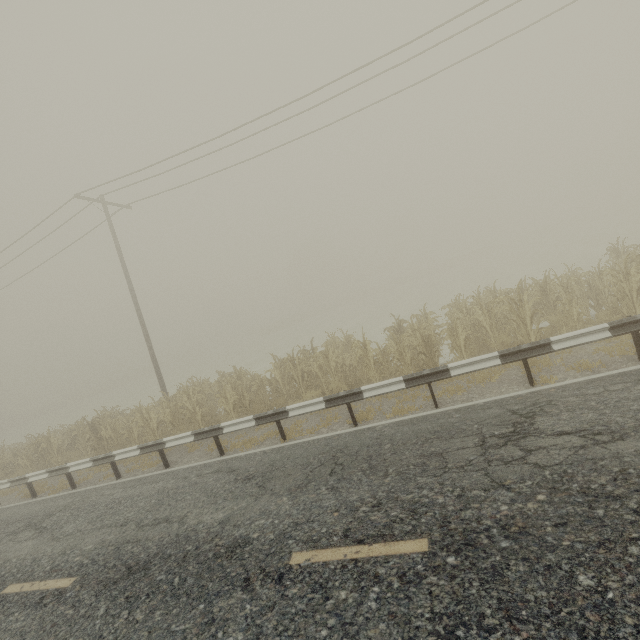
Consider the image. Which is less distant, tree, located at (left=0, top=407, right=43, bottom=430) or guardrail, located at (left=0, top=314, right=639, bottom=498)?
guardrail, located at (left=0, top=314, right=639, bottom=498)

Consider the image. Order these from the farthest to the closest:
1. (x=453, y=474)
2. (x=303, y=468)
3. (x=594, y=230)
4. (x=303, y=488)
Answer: (x=594, y=230), (x=303, y=468), (x=303, y=488), (x=453, y=474)

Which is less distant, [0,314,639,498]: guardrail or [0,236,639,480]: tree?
[0,314,639,498]: guardrail

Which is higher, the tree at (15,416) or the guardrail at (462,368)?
the tree at (15,416)

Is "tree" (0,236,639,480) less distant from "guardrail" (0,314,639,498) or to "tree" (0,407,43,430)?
"guardrail" (0,314,639,498)

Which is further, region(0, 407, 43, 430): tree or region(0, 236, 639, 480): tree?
region(0, 407, 43, 430): tree

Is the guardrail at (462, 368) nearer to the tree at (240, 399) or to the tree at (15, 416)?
the tree at (240, 399)
